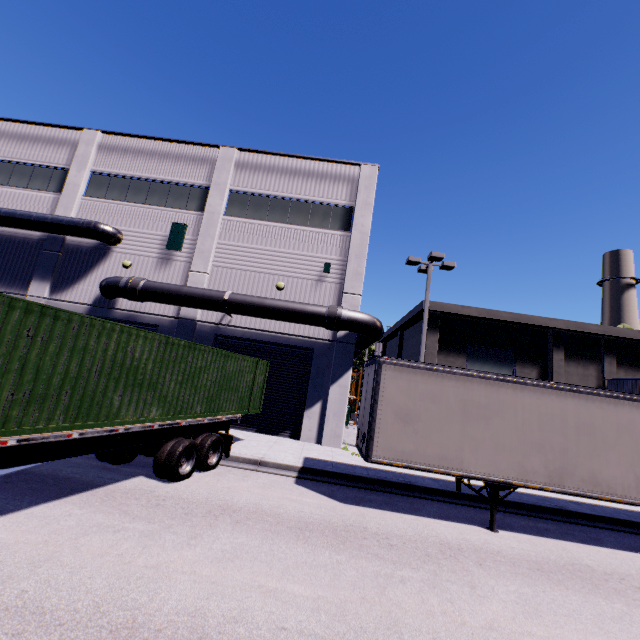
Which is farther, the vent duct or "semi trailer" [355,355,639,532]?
the vent duct

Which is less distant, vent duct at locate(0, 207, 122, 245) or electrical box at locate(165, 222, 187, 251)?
vent duct at locate(0, 207, 122, 245)

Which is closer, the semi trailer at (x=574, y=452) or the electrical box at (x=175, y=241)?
the semi trailer at (x=574, y=452)

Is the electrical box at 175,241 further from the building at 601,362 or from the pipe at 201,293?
the pipe at 201,293

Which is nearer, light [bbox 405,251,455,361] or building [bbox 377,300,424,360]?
light [bbox 405,251,455,361]

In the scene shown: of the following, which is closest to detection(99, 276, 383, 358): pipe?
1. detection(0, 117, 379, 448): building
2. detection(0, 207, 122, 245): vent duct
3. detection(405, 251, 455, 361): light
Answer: detection(0, 117, 379, 448): building

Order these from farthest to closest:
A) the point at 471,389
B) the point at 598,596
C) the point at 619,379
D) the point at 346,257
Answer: the point at 619,379 < the point at 346,257 < the point at 471,389 < the point at 598,596

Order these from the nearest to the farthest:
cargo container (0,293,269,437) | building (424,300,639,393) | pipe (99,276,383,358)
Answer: cargo container (0,293,269,437) → pipe (99,276,383,358) → building (424,300,639,393)
